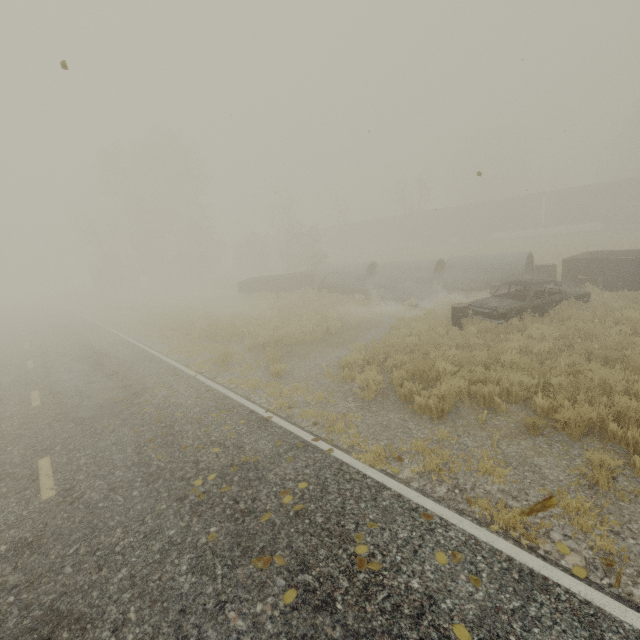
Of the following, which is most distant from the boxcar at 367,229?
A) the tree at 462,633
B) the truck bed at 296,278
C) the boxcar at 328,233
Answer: the tree at 462,633

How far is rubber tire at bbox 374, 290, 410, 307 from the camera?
16.02m

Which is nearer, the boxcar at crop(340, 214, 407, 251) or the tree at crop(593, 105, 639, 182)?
the tree at crop(593, 105, 639, 182)

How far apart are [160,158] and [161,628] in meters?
43.3

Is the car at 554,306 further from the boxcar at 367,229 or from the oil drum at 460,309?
the boxcar at 367,229

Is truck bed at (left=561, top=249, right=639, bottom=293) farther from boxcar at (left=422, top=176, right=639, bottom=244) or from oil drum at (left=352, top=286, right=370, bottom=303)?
boxcar at (left=422, top=176, right=639, bottom=244)

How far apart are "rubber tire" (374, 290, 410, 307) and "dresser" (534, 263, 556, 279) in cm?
535

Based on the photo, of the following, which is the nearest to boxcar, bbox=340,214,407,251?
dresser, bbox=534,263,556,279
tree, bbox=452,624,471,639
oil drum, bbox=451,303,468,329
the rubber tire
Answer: dresser, bbox=534,263,556,279
